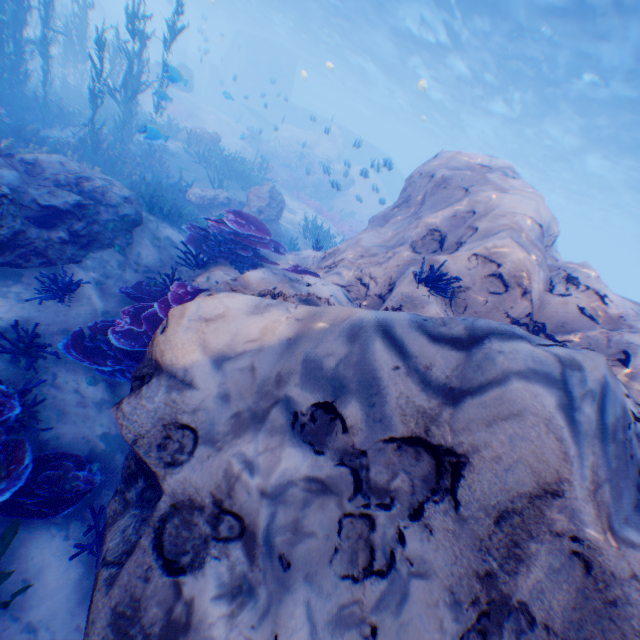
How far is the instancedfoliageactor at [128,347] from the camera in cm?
434

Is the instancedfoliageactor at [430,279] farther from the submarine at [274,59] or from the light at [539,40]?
the light at [539,40]

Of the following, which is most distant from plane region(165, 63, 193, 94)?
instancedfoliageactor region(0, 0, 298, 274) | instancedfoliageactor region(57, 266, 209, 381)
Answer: instancedfoliageactor region(57, 266, 209, 381)

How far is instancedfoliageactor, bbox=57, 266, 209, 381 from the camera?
4.34m

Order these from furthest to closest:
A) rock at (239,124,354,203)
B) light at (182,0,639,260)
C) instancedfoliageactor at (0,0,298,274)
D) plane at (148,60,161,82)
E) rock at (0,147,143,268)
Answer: rock at (239,124,354,203), plane at (148,60,161,82), light at (182,0,639,260), instancedfoliageactor at (0,0,298,274), rock at (0,147,143,268)

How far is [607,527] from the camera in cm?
200

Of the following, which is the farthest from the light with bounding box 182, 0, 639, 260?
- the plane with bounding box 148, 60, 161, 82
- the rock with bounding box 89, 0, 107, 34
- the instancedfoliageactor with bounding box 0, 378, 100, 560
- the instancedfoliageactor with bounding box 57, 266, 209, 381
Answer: the instancedfoliageactor with bounding box 0, 378, 100, 560

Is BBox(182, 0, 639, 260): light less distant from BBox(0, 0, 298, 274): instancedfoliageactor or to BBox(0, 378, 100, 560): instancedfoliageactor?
BBox(0, 0, 298, 274): instancedfoliageactor
